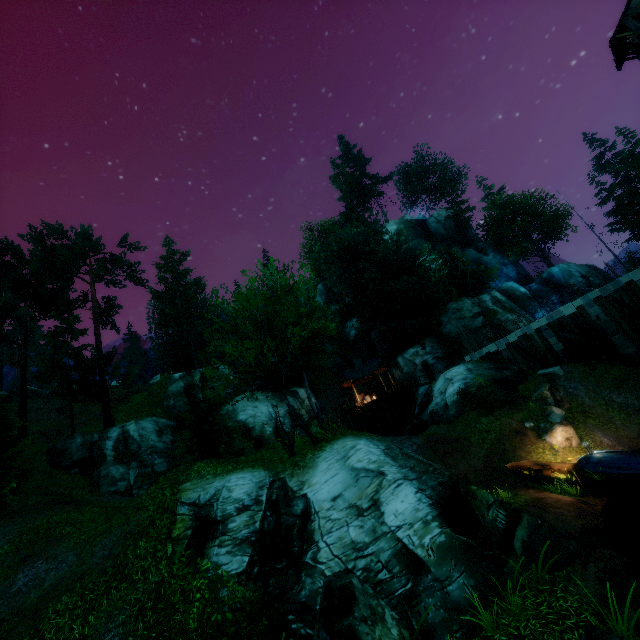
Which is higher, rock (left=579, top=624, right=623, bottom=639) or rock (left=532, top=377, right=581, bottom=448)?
rock (left=532, top=377, right=581, bottom=448)

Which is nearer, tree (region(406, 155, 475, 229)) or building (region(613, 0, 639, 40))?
building (region(613, 0, 639, 40))

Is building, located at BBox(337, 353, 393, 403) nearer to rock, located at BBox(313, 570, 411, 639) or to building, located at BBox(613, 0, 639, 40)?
building, located at BBox(613, 0, 639, 40)

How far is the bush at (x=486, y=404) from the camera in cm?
1942

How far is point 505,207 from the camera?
49.6 meters

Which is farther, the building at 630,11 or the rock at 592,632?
the building at 630,11

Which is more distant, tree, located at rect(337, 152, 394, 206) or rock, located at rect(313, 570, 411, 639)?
tree, located at rect(337, 152, 394, 206)

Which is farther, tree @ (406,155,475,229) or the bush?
tree @ (406,155,475,229)
